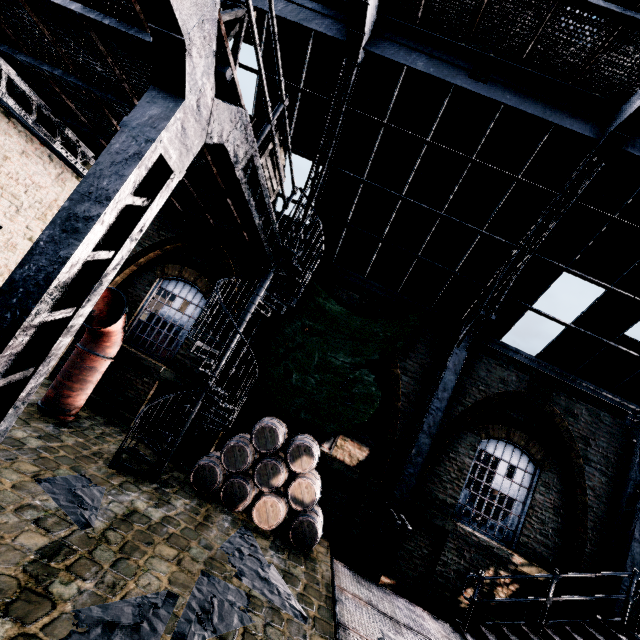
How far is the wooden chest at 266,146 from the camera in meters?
6.2

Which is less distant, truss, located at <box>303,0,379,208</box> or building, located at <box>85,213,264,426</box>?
truss, located at <box>303,0,379,208</box>

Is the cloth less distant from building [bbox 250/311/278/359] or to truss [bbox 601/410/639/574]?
building [bbox 250/311/278/359]

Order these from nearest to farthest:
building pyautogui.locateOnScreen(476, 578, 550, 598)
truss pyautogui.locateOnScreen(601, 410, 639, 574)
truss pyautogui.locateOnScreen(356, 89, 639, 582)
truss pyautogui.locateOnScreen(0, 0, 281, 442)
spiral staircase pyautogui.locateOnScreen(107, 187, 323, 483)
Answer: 1. truss pyautogui.locateOnScreen(0, 0, 281, 442)
2. truss pyautogui.locateOnScreen(356, 89, 639, 582)
3. spiral staircase pyautogui.locateOnScreen(107, 187, 323, 483)
4. truss pyautogui.locateOnScreen(601, 410, 639, 574)
5. building pyautogui.locateOnScreen(476, 578, 550, 598)

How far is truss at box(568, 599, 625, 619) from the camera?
8.1 meters

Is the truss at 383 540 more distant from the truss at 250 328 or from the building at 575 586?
the truss at 250 328

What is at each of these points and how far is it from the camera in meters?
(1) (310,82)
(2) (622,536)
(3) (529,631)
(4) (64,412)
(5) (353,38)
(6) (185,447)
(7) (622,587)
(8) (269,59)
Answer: (1) building, 8.4 m
(2) truss, 9.0 m
(3) stairs, 7.9 m
(4) pipe, 8.2 m
(5) truss, 7.3 m
(6) truss, 8.9 m
(7) truss, 8.2 m
(8) building, 8.4 m

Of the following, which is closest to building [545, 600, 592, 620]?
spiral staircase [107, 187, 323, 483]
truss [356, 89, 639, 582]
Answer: truss [356, 89, 639, 582]
